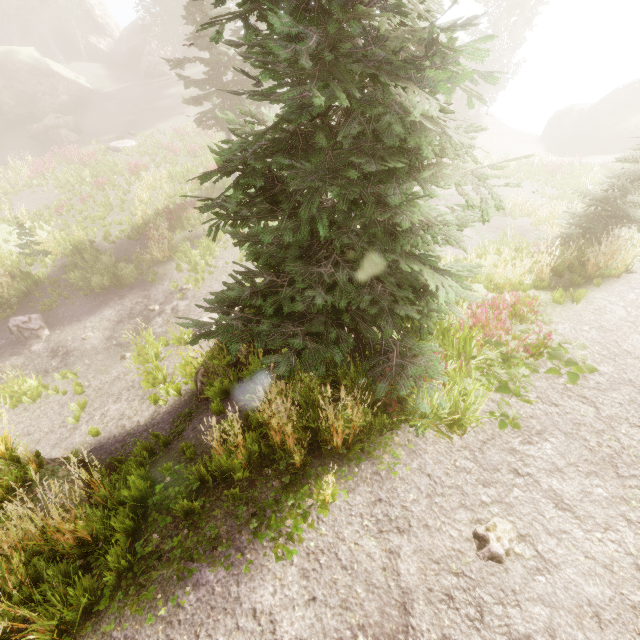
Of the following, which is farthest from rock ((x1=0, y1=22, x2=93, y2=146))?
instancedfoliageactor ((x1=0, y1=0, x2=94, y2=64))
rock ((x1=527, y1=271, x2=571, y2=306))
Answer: rock ((x1=527, y1=271, x2=571, y2=306))

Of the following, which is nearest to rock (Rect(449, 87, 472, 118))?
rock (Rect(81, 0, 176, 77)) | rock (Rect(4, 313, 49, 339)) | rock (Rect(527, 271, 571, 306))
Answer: rock (Rect(81, 0, 176, 77))

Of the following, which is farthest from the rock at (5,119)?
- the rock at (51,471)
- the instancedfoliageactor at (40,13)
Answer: the rock at (51,471)

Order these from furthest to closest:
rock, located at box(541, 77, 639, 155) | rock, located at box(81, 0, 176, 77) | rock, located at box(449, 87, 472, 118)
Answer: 1. rock, located at box(81, 0, 176, 77)
2. rock, located at box(449, 87, 472, 118)
3. rock, located at box(541, 77, 639, 155)

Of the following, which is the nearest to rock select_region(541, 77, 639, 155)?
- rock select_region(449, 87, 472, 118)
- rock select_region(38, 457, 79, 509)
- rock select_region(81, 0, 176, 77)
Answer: rock select_region(449, 87, 472, 118)

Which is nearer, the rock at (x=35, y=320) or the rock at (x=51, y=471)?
the rock at (x=51, y=471)

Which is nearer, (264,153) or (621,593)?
(621,593)

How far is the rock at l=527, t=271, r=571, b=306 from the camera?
7.73m
